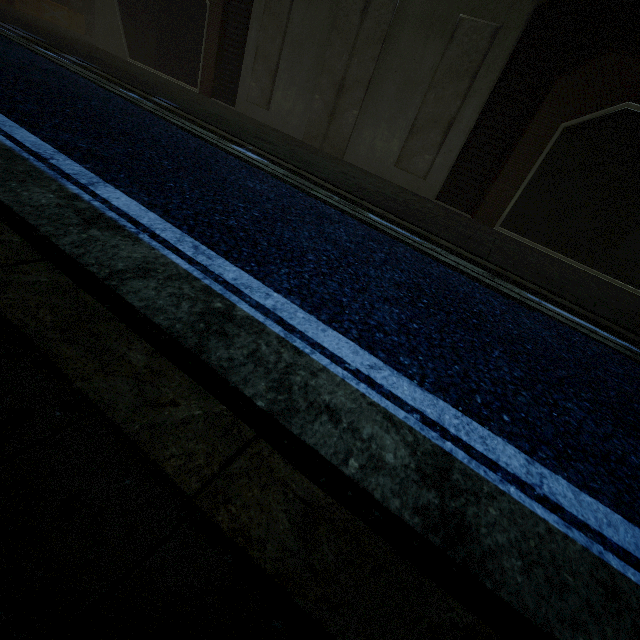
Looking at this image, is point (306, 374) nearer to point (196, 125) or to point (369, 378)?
point (369, 378)
